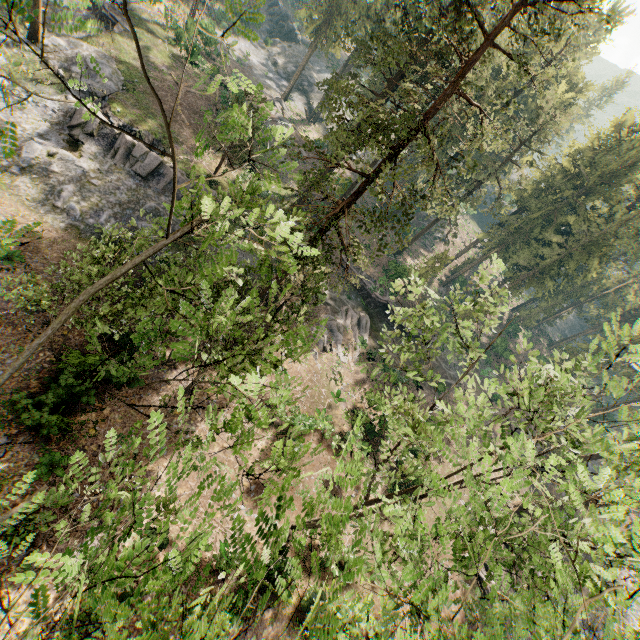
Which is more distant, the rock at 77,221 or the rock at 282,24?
the rock at 282,24

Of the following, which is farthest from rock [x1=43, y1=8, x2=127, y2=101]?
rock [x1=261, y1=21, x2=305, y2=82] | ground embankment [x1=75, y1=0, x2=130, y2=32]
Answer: rock [x1=261, y1=21, x2=305, y2=82]

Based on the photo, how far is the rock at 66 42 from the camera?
26.8m

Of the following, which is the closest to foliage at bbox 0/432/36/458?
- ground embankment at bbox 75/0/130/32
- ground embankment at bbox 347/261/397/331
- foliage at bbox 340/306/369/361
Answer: ground embankment at bbox 347/261/397/331

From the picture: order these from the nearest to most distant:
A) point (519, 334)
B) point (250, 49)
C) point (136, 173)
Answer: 1. point (136, 173)
2. point (250, 49)
3. point (519, 334)

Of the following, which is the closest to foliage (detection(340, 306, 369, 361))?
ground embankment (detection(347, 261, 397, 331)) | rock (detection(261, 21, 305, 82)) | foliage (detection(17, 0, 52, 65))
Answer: ground embankment (detection(347, 261, 397, 331))

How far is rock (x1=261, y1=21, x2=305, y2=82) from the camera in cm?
5403
